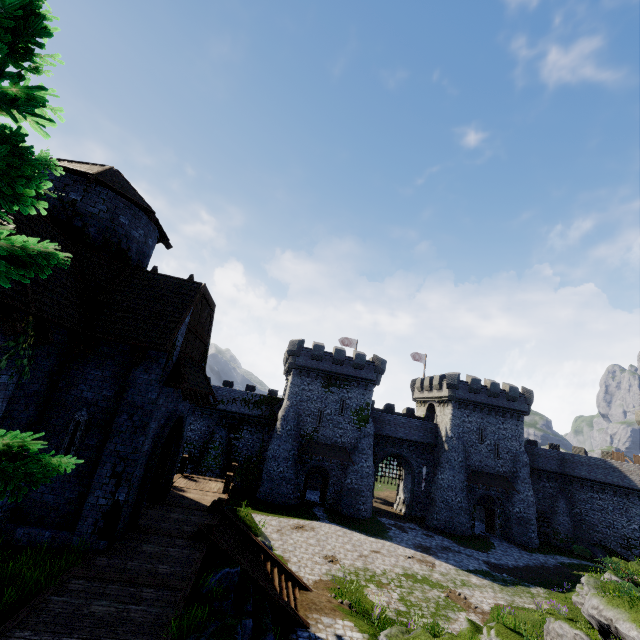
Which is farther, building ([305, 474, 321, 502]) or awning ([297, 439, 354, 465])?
building ([305, 474, 321, 502])

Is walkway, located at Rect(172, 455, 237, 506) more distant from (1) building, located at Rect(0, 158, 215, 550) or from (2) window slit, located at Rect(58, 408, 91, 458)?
(2) window slit, located at Rect(58, 408, 91, 458)

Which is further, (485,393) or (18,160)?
(485,393)

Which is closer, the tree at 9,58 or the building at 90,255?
the tree at 9,58

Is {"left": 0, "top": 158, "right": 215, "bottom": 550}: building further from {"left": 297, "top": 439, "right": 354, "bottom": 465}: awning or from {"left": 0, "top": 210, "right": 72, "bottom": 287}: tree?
{"left": 297, "top": 439, "right": 354, "bottom": 465}: awning

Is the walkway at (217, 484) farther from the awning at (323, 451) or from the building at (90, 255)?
the awning at (323, 451)

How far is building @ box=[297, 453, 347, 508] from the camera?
33.9m

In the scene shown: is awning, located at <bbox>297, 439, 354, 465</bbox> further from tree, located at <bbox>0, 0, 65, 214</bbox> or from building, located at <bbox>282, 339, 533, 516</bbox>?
tree, located at <bbox>0, 0, 65, 214</bbox>
